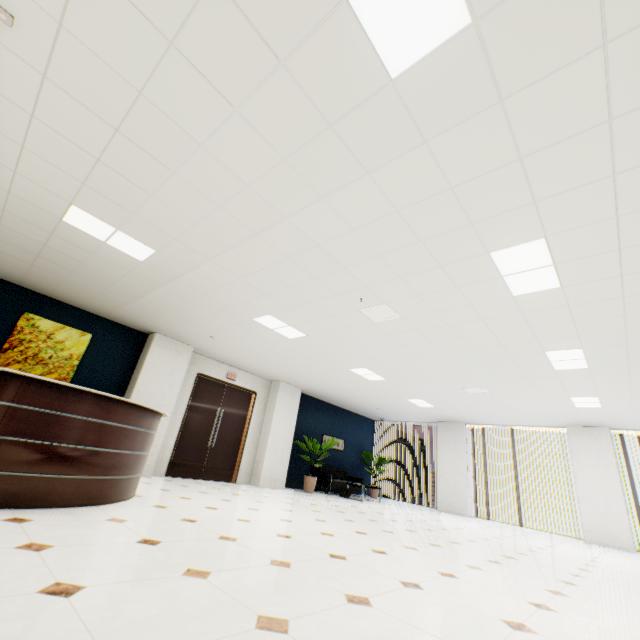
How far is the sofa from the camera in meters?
10.4

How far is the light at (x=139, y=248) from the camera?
4.1 meters

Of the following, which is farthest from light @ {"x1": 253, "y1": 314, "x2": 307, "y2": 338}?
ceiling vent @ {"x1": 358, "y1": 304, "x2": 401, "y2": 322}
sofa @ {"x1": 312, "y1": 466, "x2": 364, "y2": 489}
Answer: sofa @ {"x1": 312, "y1": 466, "x2": 364, "y2": 489}

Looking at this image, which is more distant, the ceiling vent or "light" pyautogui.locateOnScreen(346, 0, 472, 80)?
the ceiling vent

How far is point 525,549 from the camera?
5.5m

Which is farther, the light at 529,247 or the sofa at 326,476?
the sofa at 326,476

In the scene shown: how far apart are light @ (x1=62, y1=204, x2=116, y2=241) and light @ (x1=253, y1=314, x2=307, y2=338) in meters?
2.0 m

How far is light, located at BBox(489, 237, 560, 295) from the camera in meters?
3.2 m
